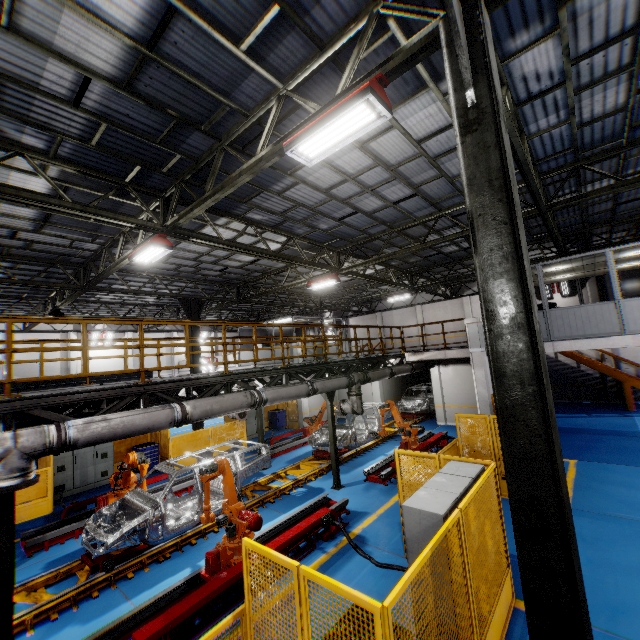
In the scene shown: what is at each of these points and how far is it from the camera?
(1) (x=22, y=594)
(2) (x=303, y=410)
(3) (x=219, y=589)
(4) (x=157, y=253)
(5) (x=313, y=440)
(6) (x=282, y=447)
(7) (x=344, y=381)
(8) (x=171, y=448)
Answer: (1) platform, 6.5m
(2) cement column, 19.7m
(3) metal platform, 5.6m
(4) light, 9.0m
(5) chassis, 13.6m
(6) metal platform, 14.9m
(7) vent pipe, 10.8m
(8) metal panel, 14.0m

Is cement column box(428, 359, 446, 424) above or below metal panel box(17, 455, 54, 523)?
above

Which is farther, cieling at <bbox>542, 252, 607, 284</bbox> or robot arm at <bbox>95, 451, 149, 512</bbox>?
cieling at <bbox>542, 252, 607, 284</bbox>

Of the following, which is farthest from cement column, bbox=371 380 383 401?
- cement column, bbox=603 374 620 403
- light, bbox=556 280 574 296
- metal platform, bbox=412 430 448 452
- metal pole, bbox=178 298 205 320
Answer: cement column, bbox=603 374 620 403

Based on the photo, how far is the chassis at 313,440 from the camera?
13.1m

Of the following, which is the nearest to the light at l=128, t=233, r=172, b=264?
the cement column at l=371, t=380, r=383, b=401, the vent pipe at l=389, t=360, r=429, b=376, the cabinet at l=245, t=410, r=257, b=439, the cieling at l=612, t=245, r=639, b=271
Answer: the vent pipe at l=389, t=360, r=429, b=376

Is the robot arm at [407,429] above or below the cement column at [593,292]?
below

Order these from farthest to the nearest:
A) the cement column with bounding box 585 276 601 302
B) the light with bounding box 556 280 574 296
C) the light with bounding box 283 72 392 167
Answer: the light with bounding box 556 280 574 296, the cement column with bounding box 585 276 601 302, the light with bounding box 283 72 392 167
